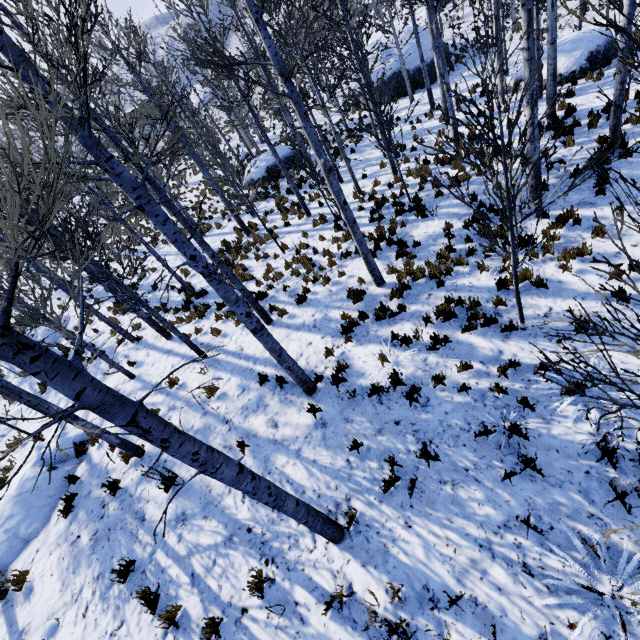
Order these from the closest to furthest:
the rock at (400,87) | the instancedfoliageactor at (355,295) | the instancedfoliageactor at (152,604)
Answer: the instancedfoliageactor at (152,604)
the instancedfoliageactor at (355,295)
the rock at (400,87)

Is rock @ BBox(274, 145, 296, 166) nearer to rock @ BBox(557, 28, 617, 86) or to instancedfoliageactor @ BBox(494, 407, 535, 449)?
instancedfoliageactor @ BBox(494, 407, 535, 449)

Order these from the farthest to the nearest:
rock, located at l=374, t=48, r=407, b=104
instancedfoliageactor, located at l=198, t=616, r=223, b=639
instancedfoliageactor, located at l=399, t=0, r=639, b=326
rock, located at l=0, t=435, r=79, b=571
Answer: rock, located at l=374, t=48, r=407, b=104
rock, located at l=0, t=435, r=79, b=571
instancedfoliageactor, located at l=198, t=616, r=223, b=639
instancedfoliageactor, located at l=399, t=0, r=639, b=326

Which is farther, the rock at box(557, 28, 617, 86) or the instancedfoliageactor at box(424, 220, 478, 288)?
the rock at box(557, 28, 617, 86)

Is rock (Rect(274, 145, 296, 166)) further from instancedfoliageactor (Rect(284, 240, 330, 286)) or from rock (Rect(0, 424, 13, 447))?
rock (Rect(0, 424, 13, 447))

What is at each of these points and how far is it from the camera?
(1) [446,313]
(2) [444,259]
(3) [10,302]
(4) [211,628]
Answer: (1) instancedfoliageactor, 6.75m
(2) instancedfoliageactor, 7.73m
(3) instancedfoliageactor, 1.72m
(4) instancedfoliageactor, 4.37m

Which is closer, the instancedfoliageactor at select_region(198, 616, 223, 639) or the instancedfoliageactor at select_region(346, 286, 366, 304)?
the instancedfoliageactor at select_region(198, 616, 223, 639)

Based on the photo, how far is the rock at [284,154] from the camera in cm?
2083
